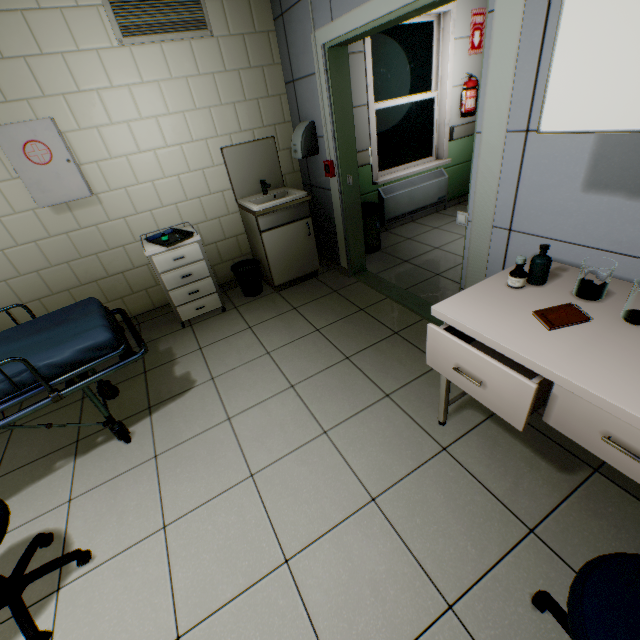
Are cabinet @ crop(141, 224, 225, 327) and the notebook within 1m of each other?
no

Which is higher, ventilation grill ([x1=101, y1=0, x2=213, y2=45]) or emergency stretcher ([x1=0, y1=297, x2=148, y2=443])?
ventilation grill ([x1=101, y1=0, x2=213, y2=45])

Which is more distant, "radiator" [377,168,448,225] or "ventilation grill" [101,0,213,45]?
"radiator" [377,168,448,225]

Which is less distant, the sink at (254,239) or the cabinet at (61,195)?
the cabinet at (61,195)

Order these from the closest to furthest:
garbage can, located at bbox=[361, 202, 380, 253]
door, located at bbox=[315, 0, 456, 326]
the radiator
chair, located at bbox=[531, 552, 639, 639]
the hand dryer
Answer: chair, located at bbox=[531, 552, 639, 639], door, located at bbox=[315, 0, 456, 326], the hand dryer, garbage can, located at bbox=[361, 202, 380, 253], the radiator

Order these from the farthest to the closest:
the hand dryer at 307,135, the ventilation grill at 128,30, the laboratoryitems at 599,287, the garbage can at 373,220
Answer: the garbage can at 373,220 → the hand dryer at 307,135 → the ventilation grill at 128,30 → the laboratoryitems at 599,287

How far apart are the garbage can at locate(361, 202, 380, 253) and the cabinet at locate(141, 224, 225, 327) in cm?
183

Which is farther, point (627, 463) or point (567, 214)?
point (567, 214)
